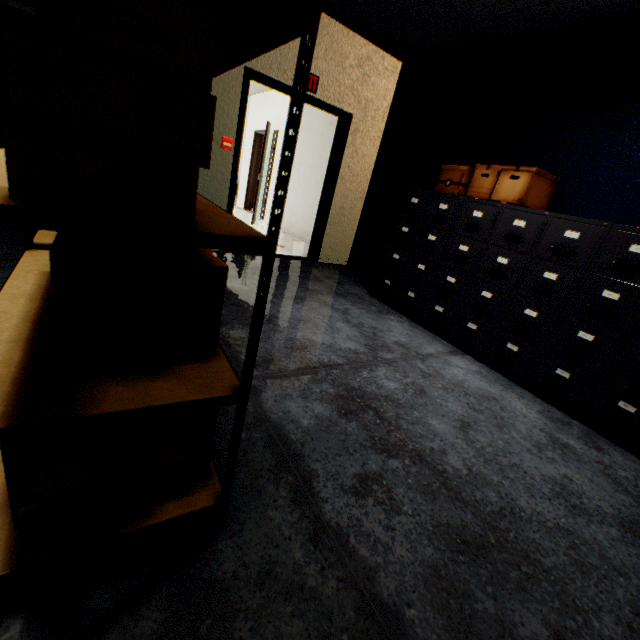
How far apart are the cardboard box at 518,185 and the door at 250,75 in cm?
176

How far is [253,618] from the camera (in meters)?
0.86

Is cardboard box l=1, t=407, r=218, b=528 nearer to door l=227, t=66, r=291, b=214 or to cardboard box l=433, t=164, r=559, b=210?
door l=227, t=66, r=291, b=214

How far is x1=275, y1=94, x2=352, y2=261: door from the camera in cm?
432

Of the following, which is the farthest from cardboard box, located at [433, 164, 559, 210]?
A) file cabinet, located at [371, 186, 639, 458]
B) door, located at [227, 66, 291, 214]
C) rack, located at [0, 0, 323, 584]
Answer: rack, located at [0, 0, 323, 584]

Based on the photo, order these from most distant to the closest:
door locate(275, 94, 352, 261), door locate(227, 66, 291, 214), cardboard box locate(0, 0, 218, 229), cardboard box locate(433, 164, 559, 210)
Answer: door locate(275, 94, 352, 261)
door locate(227, 66, 291, 214)
cardboard box locate(433, 164, 559, 210)
cardboard box locate(0, 0, 218, 229)

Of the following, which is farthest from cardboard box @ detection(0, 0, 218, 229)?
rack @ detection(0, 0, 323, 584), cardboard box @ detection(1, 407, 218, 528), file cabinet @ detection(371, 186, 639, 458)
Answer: file cabinet @ detection(371, 186, 639, 458)
